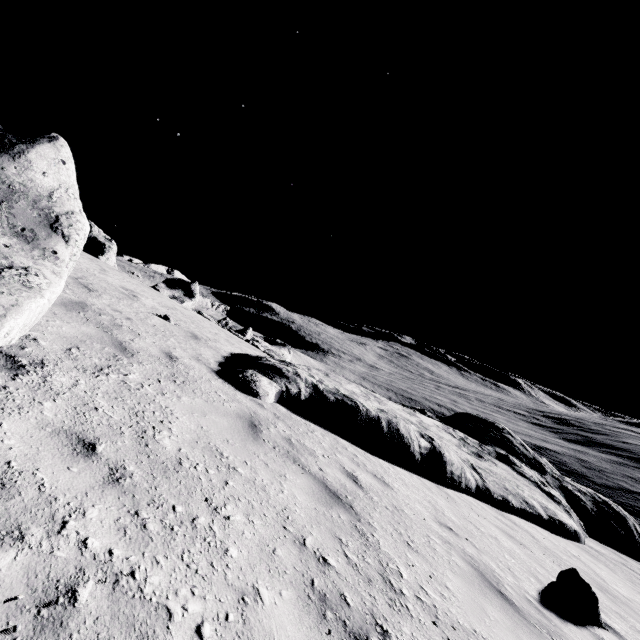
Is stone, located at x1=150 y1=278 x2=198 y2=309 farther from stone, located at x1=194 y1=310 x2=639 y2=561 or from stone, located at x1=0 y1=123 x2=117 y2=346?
stone, located at x1=0 y1=123 x2=117 y2=346

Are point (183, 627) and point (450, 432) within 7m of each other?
no

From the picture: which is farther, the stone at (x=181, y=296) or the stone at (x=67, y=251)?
the stone at (x=181, y=296)

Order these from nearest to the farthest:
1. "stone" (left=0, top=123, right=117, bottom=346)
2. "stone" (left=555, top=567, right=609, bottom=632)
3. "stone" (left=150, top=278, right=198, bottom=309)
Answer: "stone" (left=0, top=123, right=117, bottom=346)
"stone" (left=555, top=567, right=609, bottom=632)
"stone" (left=150, top=278, right=198, bottom=309)

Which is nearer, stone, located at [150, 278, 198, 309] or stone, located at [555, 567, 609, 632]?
stone, located at [555, 567, 609, 632]

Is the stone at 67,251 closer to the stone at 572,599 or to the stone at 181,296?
the stone at 572,599

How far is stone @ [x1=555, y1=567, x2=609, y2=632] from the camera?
5.17m

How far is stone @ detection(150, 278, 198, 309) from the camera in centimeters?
2475cm
